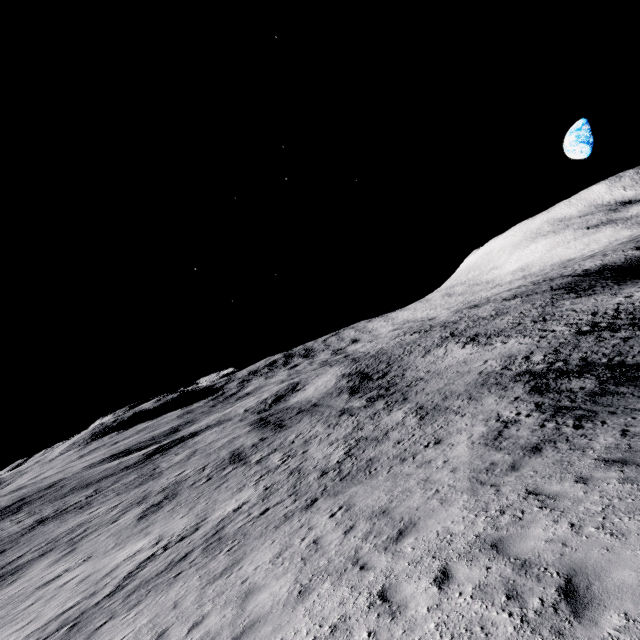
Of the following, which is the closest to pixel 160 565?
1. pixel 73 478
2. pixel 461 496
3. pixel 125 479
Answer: pixel 461 496
